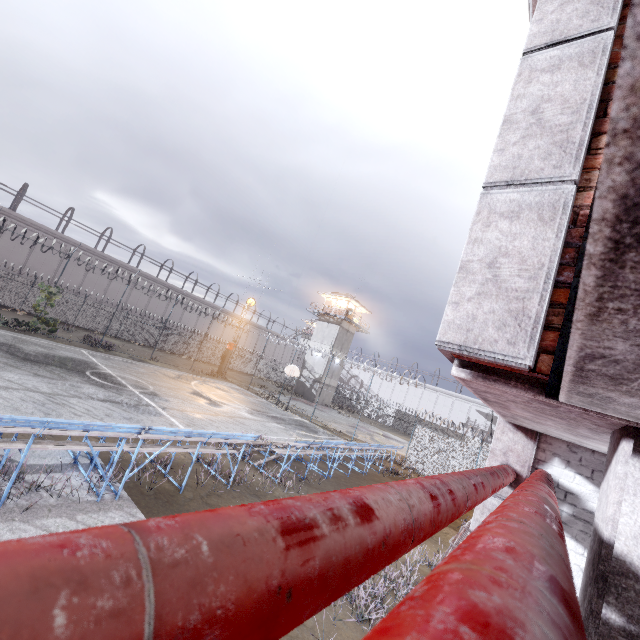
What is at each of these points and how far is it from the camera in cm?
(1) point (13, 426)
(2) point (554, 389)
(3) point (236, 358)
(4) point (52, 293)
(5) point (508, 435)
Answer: (1) bleachers, 511
(2) cage, 138
(3) fence, 4619
(4) plant, 2102
(5) trim, 400

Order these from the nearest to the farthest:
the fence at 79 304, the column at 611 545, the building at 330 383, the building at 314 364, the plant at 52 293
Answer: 1. the column at 611 545
2. the plant at 52 293
3. the fence at 79 304
4. the building at 314 364
5. the building at 330 383

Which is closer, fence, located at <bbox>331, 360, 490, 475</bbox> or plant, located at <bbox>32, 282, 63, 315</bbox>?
fence, located at <bbox>331, 360, 490, 475</bbox>

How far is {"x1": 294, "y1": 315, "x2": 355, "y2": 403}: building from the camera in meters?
42.4 m

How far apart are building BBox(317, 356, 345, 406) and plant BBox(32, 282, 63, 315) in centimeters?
2847cm

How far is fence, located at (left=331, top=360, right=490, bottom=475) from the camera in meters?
19.0

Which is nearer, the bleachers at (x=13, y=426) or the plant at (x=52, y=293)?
the bleachers at (x=13, y=426)

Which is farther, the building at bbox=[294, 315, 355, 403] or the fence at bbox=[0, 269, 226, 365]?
the building at bbox=[294, 315, 355, 403]
